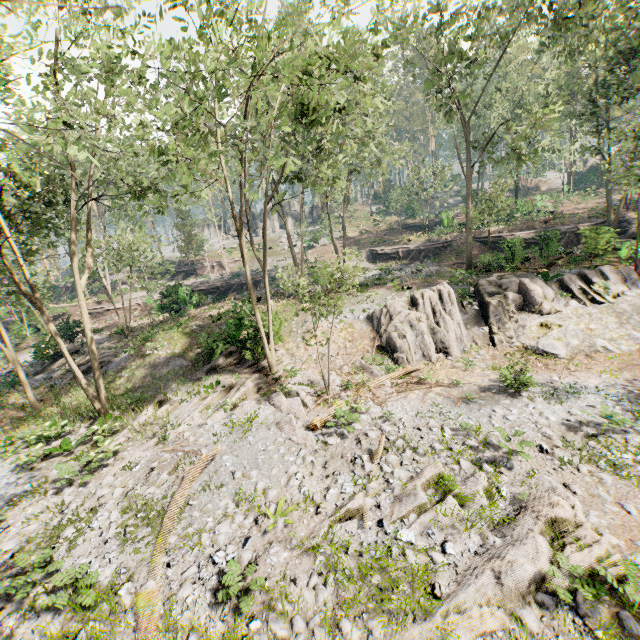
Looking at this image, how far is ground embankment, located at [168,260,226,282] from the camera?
45.5 meters

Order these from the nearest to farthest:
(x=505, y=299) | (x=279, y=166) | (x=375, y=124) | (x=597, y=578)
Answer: (x=597, y=578)
(x=279, y=166)
(x=505, y=299)
(x=375, y=124)

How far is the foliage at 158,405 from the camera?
13.9 meters

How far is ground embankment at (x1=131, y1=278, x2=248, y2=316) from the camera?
31.3m

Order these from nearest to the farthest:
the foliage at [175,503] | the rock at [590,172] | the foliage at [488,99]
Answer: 1. the foliage at [175,503]
2. the foliage at [488,99]
3. the rock at [590,172]

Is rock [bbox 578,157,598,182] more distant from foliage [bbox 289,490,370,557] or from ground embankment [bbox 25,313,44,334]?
ground embankment [bbox 25,313,44,334]

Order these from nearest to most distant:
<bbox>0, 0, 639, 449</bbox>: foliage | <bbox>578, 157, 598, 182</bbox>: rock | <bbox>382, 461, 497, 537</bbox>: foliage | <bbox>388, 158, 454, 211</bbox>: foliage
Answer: <bbox>382, 461, 497, 537</bbox>: foliage, <bbox>0, 0, 639, 449</bbox>: foliage, <bbox>388, 158, 454, 211</bbox>: foliage, <bbox>578, 157, 598, 182</bbox>: rock

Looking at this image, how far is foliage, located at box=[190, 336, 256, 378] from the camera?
18.7 meters
